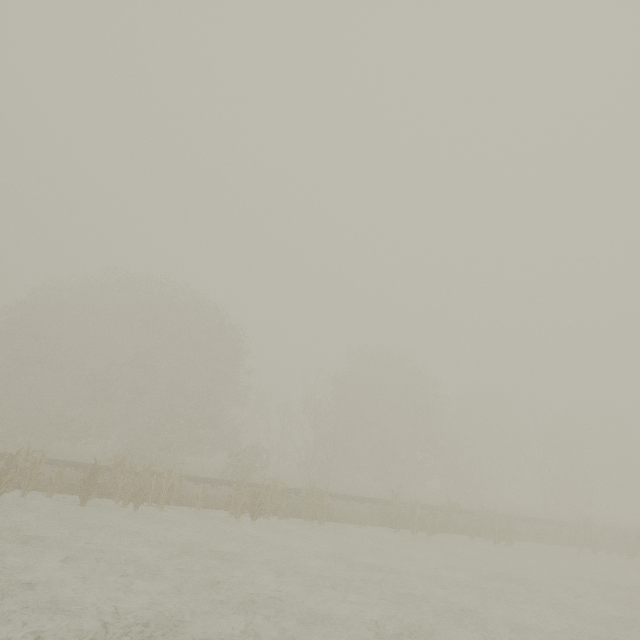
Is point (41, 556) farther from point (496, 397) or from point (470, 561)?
point (496, 397)
